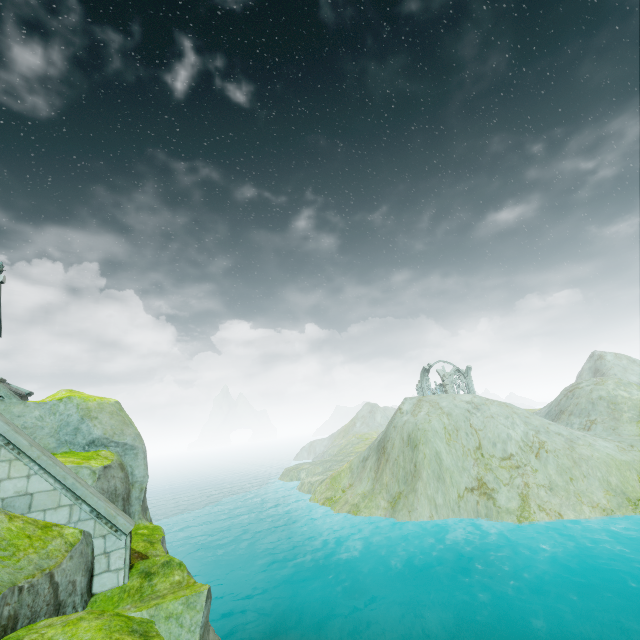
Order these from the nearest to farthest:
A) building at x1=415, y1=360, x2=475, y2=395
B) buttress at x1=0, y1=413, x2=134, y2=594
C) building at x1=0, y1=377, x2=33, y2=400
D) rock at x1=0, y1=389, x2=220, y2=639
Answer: rock at x1=0, y1=389, x2=220, y2=639, buttress at x1=0, y1=413, x2=134, y2=594, building at x1=0, y1=377, x2=33, y2=400, building at x1=415, y1=360, x2=475, y2=395

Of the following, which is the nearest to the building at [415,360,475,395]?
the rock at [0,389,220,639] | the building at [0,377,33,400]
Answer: the rock at [0,389,220,639]

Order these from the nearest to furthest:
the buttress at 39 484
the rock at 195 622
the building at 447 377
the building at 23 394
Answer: the rock at 195 622 < the buttress at 39 484 < the building at 23 394 < the building at 447 377

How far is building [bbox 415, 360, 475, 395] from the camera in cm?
5298

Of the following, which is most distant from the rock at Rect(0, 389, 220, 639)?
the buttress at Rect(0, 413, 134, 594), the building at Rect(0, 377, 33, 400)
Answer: the building at Rect(0, 377, 33, 400)

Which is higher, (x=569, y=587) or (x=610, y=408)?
→ (x=610, y=408)

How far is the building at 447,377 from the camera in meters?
53.0

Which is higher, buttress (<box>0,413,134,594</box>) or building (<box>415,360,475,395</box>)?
building (<box>415,360,475,395</box>)
